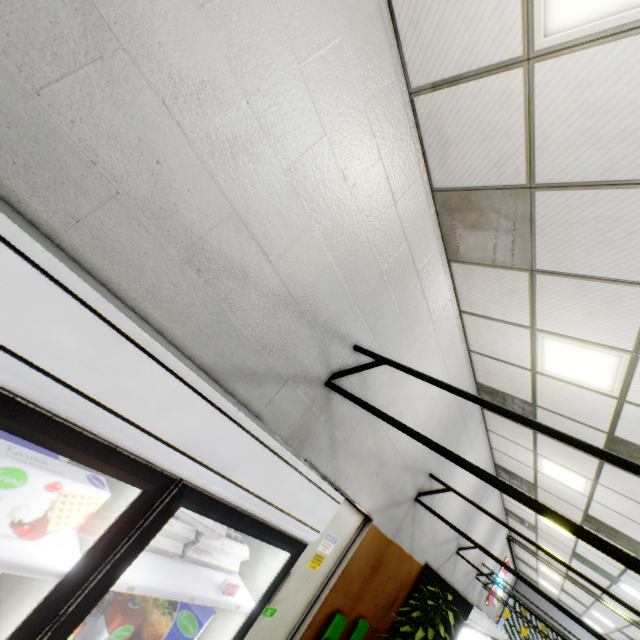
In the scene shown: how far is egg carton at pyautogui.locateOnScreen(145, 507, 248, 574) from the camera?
1.41m

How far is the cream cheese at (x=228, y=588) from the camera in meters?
1.5 m

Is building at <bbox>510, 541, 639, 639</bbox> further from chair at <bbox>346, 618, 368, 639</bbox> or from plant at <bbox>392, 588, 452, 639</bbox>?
plant at <bbox>392, 588, 452, 639</bbox>

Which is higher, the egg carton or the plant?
the egg carton

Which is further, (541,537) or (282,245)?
(541,537)

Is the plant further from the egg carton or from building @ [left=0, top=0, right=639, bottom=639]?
the egg carton

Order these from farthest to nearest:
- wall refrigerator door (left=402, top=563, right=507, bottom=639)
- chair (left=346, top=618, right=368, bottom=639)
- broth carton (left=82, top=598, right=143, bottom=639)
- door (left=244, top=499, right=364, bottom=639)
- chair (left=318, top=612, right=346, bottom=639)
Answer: wall refrigerator door (left=402, top=563, right=507, bottom=639)
chair (left=346, top=618, right=368, bottom=639)
chair (left=318, top=612, right=346, bottom=639)
door (left=244, top=499, right=364, bottom=639)
broth carton (left=82, top=598, right=143, bottom=639)

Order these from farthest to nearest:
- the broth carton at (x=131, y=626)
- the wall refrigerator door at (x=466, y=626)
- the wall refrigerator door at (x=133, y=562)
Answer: the wall refrigerator door at (x=466, y=626), the broth carton at (x=131, y=626), the wall refrigerator door at (x=133, y=562)
